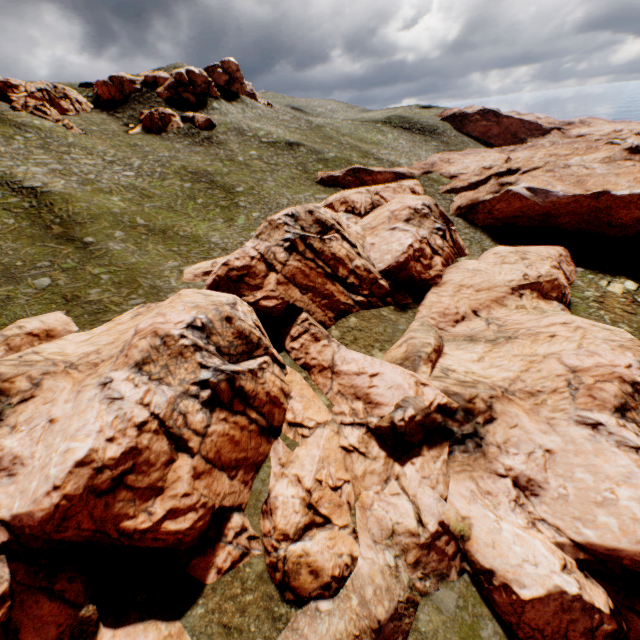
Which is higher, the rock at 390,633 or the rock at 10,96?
the rock at 10,96

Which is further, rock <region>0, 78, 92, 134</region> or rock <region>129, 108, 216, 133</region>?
rock <region>129, 108, 216, 133</region>

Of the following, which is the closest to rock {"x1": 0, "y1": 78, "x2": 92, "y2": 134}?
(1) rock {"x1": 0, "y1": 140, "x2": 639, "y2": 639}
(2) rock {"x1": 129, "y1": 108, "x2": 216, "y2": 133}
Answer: (2) rock {"x1": 129, "y1": 108, "x2": 216, "y2": 133}

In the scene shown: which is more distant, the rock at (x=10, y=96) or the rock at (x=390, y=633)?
the rock at (x=10, y=96)

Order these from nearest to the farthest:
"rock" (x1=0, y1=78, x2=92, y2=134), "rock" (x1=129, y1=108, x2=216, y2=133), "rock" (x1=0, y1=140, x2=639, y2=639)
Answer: "rock" (x1=0, y1=140, x2=639, y2=639)
"rock" (x1=0, y1=78, x2=92, y2=134)
"rock" (x1=129, y1=108, x2=216, y2=133)

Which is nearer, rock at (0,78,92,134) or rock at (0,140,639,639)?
rock at (0,140,639,639)

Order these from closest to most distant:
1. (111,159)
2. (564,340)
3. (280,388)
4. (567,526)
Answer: (567,526) < (280,388) < (564,340) < (111,159)

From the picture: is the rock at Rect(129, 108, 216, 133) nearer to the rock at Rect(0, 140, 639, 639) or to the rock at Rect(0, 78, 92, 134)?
the rock at Rect(0, 78, 92, 134)
